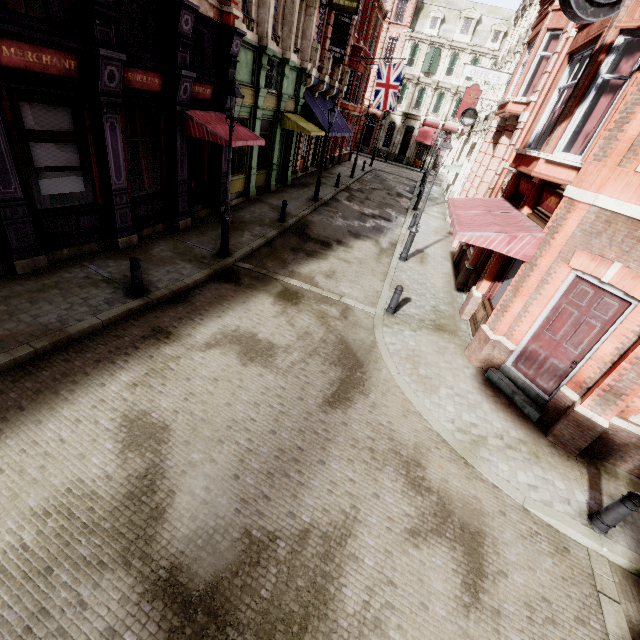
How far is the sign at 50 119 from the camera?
6.8 meters

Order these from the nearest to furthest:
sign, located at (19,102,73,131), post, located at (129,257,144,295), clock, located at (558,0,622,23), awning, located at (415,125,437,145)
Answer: clock, located at (558,0,622,23) < sign, located at (19,102,73,131) < post, located at (129,257,144,295) < awning, located at (415,125,437,145)

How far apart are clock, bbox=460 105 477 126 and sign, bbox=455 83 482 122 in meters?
5.0 m

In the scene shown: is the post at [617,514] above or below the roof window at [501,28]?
below

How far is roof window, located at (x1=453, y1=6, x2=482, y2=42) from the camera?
37.4m

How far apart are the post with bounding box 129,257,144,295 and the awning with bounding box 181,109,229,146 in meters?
4.8 m

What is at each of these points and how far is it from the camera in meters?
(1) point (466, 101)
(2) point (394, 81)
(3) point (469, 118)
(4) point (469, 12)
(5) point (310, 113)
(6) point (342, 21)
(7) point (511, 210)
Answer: (1) sign, 24.5
(2) flag, 24.4
(3) clock, 20.7
(4) roof window, 37.6
(5) awning, 18.7
(6) sign, 18.8
(7) awning, 9.1

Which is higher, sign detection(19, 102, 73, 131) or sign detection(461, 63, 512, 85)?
sign detection(461, 63, 512, 85)
